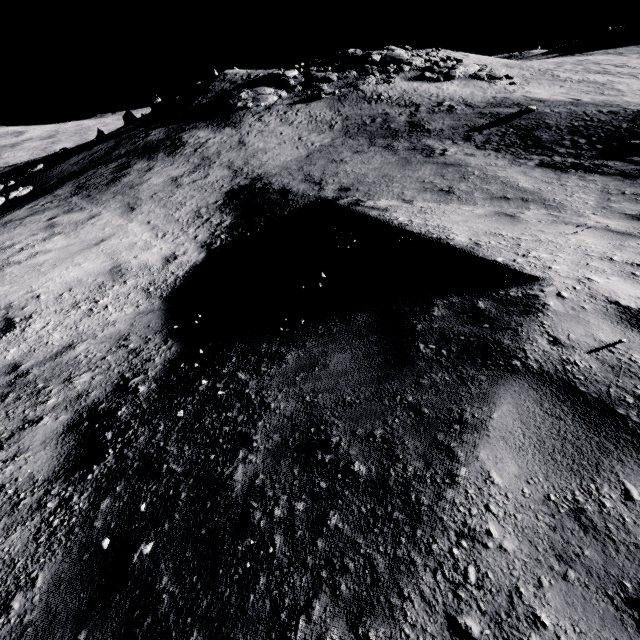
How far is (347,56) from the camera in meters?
23.6
